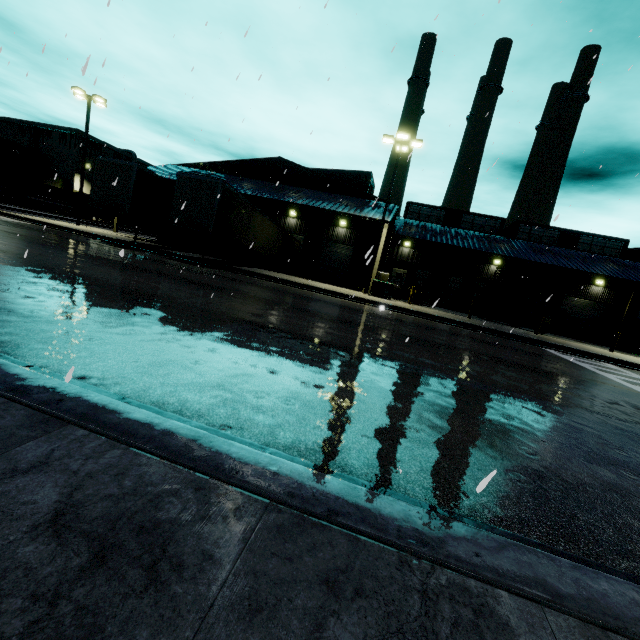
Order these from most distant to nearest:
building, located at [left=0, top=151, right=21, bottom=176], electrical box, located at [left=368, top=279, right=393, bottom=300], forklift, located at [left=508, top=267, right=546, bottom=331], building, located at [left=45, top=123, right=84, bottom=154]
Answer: building, located at [left=45, top=123, right=84, bottom=154], building, located at [left=0, top=151, right=21, bottom=176], forklift, located at [left=508, top=267, right=546, bottom=331], electrical box, located at [left=368, top=279, right=393, bottom=300]

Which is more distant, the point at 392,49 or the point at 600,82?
the point at 600,82

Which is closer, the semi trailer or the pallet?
the semi trailer

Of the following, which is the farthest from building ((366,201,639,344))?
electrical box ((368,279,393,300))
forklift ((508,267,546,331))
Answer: electrical box ((368,279,393,300))

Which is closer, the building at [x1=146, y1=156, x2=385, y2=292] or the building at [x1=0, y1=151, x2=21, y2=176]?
the building at [x1=146, y1=156, x2=385, y2=292]

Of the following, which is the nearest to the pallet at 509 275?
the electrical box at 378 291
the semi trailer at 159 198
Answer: the semi trailer at 159 198

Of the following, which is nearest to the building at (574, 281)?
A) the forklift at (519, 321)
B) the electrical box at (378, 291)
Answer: the forklift at (519, 321)

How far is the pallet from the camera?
24.5m
